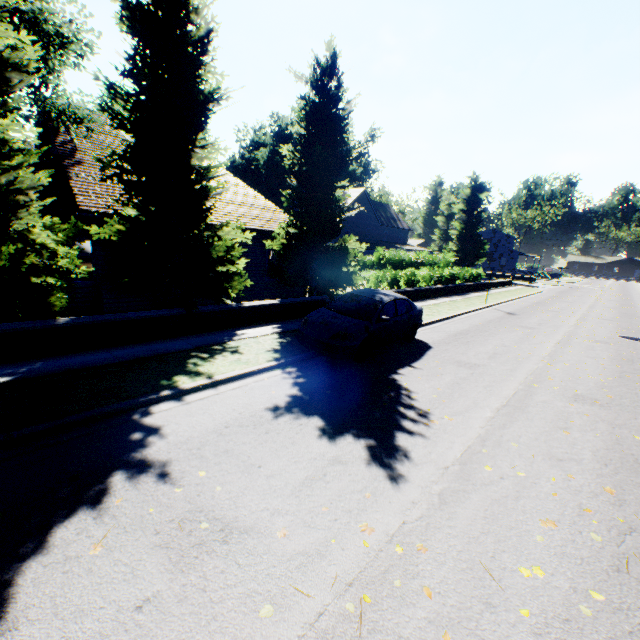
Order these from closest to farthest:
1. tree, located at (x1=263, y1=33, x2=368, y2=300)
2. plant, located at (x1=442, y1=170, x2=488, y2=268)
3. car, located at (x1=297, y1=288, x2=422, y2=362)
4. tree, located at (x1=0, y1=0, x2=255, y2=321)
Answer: tree, located at (x1=0, y1=0, x2=255, y2=321) < car, located at (x1=297, y1=288, x2=422, y2=362) < tree, located at (x1=263, y1=33, x2=368, y2=300) < plant, located at (x1=442, y1=170, x2=488, y2=268)

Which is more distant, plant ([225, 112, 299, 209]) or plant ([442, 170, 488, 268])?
plant ([225, 112, 299, 209])

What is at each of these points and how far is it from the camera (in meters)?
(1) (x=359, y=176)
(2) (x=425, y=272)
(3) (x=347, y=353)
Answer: (1) plant, 53.66
(2) hedge, 22.42
(3) car, 8.12

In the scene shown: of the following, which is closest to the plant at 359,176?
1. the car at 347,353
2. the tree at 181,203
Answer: the tree at 181,203

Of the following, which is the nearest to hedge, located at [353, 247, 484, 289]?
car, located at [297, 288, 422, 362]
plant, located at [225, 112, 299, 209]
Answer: plant, located at [225, 112, 299, 209]

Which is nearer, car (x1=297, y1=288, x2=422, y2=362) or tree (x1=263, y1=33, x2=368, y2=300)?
car (x1=297, y1=288, x2=422, y2=362)

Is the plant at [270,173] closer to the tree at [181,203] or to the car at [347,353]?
the tree at [181,203]

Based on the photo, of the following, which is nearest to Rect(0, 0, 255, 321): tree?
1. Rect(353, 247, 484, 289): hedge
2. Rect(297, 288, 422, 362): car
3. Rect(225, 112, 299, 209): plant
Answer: Rect(353, 247, 484, 289): hedge
